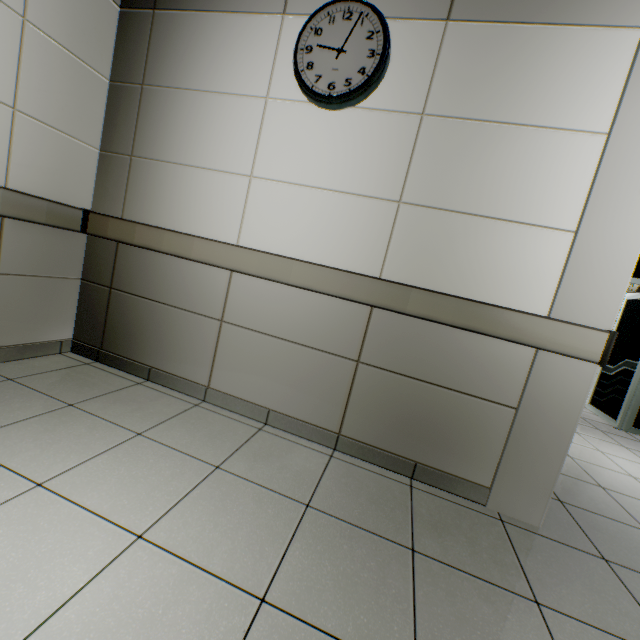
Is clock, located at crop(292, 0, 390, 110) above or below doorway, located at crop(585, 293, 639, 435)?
above

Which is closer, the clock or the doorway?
the clock

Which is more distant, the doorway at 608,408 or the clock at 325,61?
the doorway at 608,408

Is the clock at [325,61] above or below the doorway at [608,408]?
above

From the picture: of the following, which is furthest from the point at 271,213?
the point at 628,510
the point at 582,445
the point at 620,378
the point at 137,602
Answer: the point at 620,378
